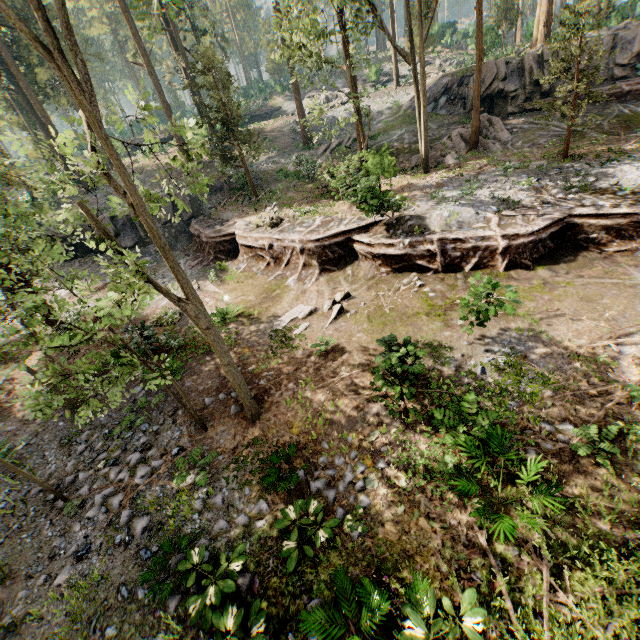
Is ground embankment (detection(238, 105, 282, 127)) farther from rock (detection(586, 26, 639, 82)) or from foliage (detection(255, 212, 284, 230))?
rock (detection(586, 26, 639, 82))

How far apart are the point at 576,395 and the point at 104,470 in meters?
12.9

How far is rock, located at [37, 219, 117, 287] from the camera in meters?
24.3

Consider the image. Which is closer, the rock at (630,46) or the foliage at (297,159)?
the rock at (630,46)

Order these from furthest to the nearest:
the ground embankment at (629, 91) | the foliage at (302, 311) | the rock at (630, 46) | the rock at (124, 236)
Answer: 1. the rock at (124, 236)
2. the rock at (630, 46)
3. the ground embankment at (629, 91)
4. the foliage at (302, 311)

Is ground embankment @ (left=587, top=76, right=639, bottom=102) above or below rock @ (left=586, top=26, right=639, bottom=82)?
below

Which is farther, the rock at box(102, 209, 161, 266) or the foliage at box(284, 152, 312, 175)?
the rock at box(102, 209, 161, 266)

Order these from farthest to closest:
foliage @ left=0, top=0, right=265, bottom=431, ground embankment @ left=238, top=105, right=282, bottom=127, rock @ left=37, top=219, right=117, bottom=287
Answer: ground embankment @ left=238, top=105, right=282, bottom=127, rock @ left=37, top=219, right=117, bottom=287, foliage @ left=0, top=0, right=265, bottom=431
